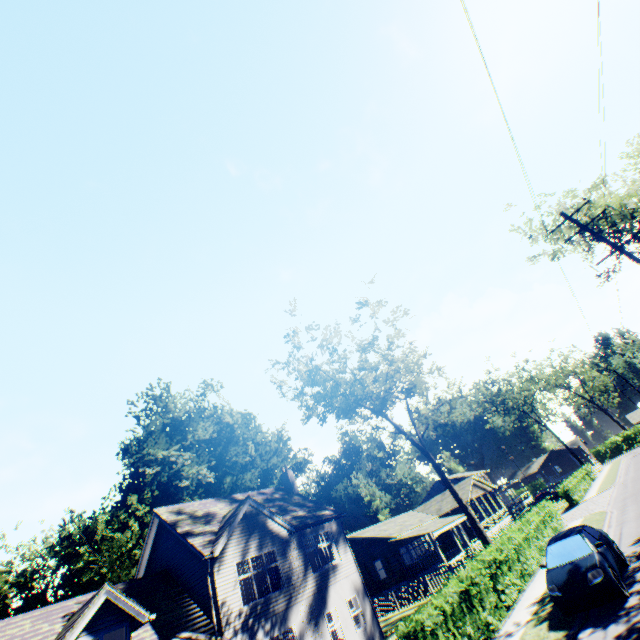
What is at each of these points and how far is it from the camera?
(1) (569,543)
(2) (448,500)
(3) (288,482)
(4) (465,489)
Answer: (1) car, 11.1 meters
(2) flat, 40.3 meters
(3) chimney, 27.7 meters
(4) flat, 39.6 meters

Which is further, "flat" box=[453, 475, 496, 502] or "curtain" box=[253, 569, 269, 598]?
"flat" box=[453, 475, 496, 502]

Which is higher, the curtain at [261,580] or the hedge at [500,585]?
the curtain at [261,580]

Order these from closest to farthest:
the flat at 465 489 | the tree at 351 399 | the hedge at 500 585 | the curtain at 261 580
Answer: the hedge at 500 585 < the curtain at 261 580 < the tree at 351 399 < the flat at 465 489

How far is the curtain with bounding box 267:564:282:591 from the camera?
17.74m

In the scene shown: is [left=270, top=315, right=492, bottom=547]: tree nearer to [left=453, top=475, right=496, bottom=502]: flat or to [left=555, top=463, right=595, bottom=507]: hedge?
[left=453, top=475, right=496, bottom=502]: flat

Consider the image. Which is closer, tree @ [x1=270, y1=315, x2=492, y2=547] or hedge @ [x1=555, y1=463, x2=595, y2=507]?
tree @ [x1=270, y1=315, x2=492, y2=547]

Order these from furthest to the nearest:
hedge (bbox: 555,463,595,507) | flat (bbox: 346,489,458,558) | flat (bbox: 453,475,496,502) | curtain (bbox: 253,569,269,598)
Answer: flat (bbox: 453,475,496,502), flat (bbox: 346,489,458,558), hedge (bbox: 555,463,595,507), curtain (bbox: 253,569,269,598)
